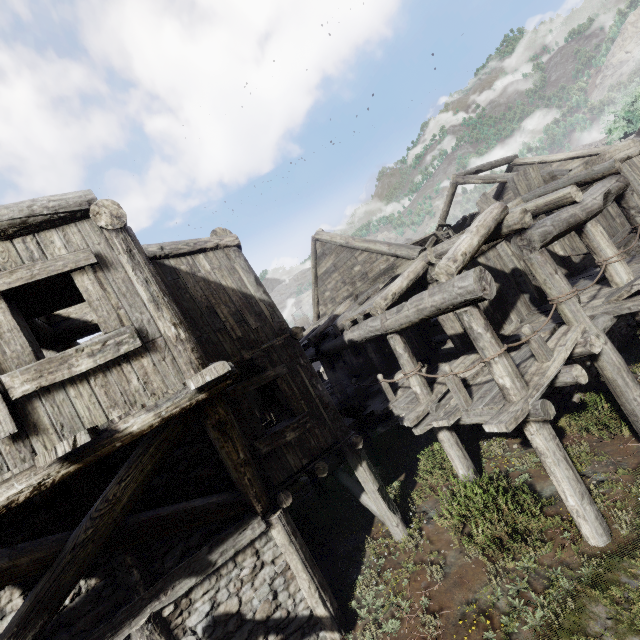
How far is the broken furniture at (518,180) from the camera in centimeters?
1122cm

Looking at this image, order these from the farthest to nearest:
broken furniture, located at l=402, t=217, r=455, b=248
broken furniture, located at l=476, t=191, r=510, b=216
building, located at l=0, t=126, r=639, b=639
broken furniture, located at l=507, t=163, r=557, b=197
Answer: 1. broken furniture, located at l=476, t=191, r=510, b=216
2. broken furniture, located at l=507, t=163, r=557, b=197
3. broken furniture, located at l=402, t=217, r=455, b=248
4. building, located at l=0, t=126, r=639, b=639

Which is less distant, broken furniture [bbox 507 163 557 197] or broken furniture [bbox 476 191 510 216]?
broken furniture [bbox 507 163 557 197]

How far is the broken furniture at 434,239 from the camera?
10.7 meters

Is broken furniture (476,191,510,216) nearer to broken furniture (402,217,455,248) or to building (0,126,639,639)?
building (0,126,639,639)

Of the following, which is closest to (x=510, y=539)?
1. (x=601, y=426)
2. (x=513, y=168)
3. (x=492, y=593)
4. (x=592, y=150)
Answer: (x=492, y=593)

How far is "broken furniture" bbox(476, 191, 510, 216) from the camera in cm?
1243
